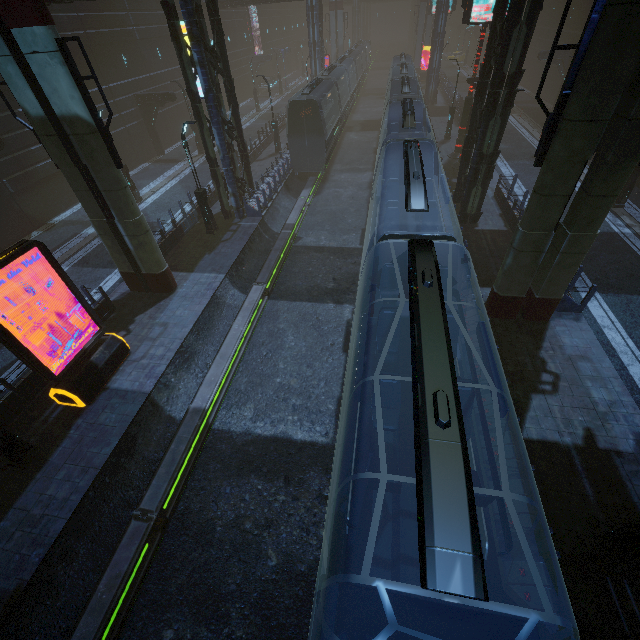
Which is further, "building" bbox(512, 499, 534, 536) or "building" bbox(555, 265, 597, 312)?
"building" bbox(555, 265, 597, 312)

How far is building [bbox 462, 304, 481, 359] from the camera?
10.62m

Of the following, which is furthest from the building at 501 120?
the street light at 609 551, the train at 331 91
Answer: the train at 331 91

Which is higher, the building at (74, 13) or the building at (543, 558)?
the building at (74, 13)

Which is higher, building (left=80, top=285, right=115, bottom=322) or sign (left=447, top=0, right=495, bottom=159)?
sign (left=447, top=0, right=495, bottom=159)

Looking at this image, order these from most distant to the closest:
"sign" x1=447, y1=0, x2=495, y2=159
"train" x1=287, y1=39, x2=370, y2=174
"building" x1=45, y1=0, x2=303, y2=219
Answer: "train" x1=287, y1=39, x2=370, y2=174 → "sign" x1=447, y1=0, x2=495, y2=159 → "building" x1=45, y1=0, x2=303, y2=219

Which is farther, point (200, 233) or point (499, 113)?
point (200, 233)

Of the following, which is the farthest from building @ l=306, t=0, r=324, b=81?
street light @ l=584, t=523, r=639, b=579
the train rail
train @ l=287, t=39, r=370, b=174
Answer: train @ l=287, t=39, r=370, b=174
